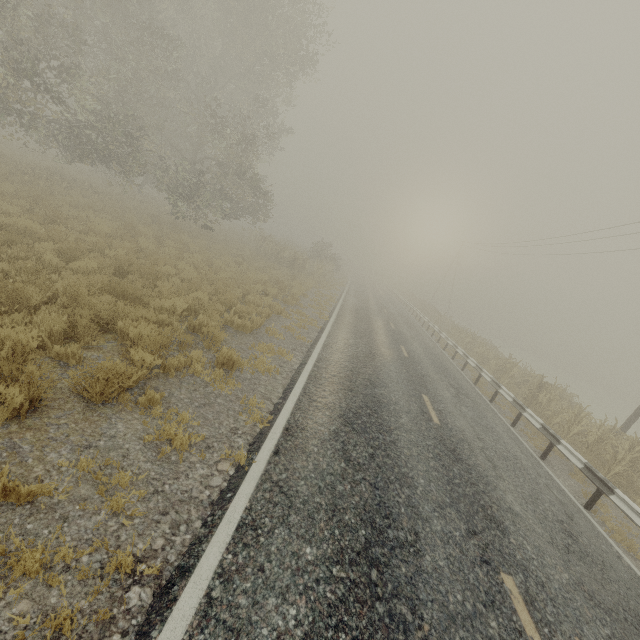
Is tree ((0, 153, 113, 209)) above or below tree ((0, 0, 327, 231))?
below

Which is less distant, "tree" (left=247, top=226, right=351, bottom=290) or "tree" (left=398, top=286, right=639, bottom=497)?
"tree" (left=398, top=286, right=639, bottom=497)

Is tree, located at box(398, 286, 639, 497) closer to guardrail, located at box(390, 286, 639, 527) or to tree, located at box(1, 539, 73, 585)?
guardrail, located at box(390, 286, 639, 527)

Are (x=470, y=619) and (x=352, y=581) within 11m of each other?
yes

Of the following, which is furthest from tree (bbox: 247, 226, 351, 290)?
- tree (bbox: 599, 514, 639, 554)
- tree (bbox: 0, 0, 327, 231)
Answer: tree (bbox: 599, 514, 639, 554)

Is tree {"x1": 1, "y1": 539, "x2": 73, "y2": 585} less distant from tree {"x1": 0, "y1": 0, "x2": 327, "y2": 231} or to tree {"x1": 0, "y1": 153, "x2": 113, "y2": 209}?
tree {"x1": 0, "y1": 153, "x2": 113, "y2": 209}

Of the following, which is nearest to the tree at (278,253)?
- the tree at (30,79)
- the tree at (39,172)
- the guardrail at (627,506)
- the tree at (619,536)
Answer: the tree at (30,79)
